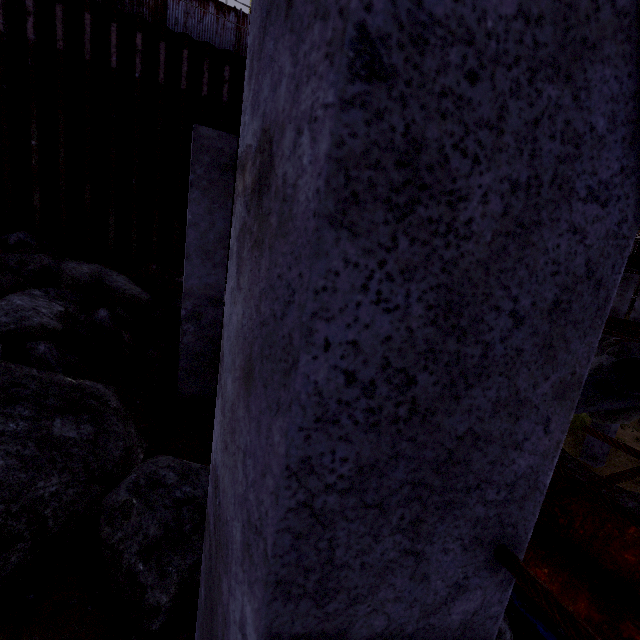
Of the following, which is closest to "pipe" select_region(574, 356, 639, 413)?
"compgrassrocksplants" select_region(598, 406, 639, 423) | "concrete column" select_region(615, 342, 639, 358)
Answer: "compgrassrocksplants" select_region(598, 406, 639, 423)

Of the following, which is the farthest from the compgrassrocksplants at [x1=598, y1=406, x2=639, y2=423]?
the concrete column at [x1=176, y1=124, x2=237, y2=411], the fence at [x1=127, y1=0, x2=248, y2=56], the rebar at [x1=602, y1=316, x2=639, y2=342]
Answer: the fence at [x1=127, y1=0, x2=248, y2=56]

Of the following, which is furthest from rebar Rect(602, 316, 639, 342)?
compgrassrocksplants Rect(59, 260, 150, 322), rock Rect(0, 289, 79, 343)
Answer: compgrassrocksplants Rect(59, 260, 150, 322)

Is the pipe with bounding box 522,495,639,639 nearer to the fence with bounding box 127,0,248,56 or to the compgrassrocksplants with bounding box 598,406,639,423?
the compgrassrocksplants with bounding box 598,406,639,423

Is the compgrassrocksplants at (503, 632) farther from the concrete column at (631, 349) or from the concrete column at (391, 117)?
the concrete column at (631, 349)

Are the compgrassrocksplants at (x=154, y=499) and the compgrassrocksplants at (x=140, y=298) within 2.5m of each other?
no

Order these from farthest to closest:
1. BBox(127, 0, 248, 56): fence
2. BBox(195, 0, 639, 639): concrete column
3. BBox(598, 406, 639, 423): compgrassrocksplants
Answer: BBox(127, 0, 248, 56): fence
BBox(598, 406, 639, 423): compgrassrocksplants
BBox(195, 0, 639, 639): concrete column

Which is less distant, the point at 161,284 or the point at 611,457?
the point at 611,457
